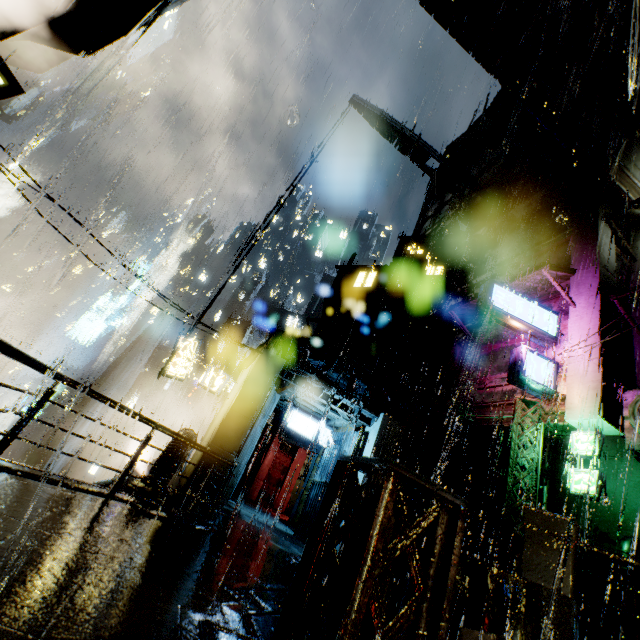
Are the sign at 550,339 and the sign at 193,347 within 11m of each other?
no

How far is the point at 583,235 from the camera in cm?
1695

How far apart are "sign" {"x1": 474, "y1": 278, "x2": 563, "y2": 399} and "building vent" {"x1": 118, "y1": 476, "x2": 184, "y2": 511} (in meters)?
14.64

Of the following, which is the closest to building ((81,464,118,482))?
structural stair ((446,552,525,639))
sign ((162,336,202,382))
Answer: structural stair ((446,552,525,639))

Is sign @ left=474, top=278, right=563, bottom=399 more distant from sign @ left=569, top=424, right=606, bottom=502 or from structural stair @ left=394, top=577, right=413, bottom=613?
structural stair @ left=394, top=577, right=413, bottom=613

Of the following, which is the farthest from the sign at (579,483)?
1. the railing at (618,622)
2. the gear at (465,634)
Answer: the gear at (465,634)

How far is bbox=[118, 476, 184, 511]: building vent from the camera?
10.4m

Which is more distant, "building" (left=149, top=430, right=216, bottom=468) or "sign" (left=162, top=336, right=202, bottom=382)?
"sign" (left=162, top=336, right=202, bottom=382)
